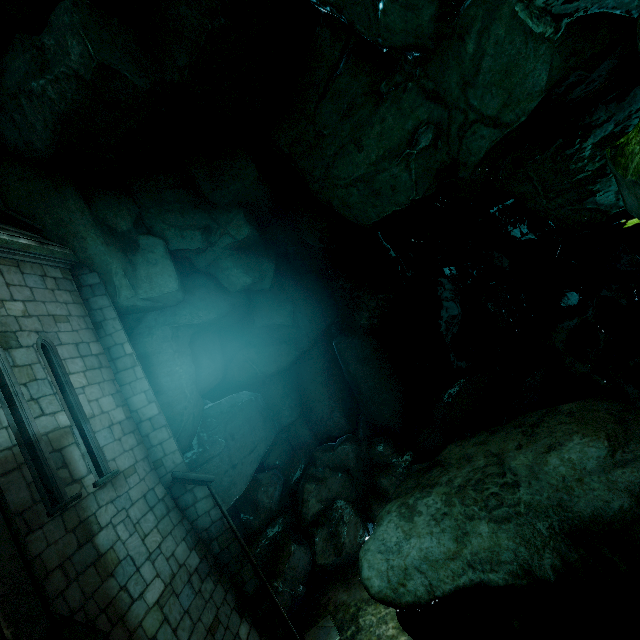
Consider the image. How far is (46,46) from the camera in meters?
5.9 m
